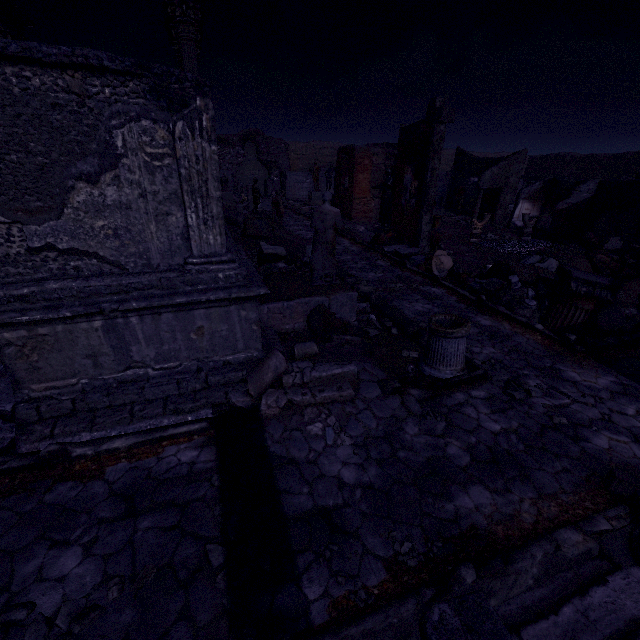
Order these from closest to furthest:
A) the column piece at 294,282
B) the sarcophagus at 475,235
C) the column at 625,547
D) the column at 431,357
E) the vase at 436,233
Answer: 1. the column at 625,547
2. the column piece at 294,282
3. the column at 431,357
4. the vase at 436,233
5. the sarcophagus at 475,235

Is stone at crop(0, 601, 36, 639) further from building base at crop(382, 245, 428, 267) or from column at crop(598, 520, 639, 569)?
building base at crop(382, 245, 428, 267)

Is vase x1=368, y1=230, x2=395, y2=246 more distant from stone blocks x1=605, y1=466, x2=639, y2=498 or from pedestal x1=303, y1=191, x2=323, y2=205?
pedestal x1=303, y1=191, x2=323, y2=205

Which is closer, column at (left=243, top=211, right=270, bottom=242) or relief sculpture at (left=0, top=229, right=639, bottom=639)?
relief sculpture at (left=0, top=229, right=639, bottom=639)

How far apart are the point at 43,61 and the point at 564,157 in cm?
4803

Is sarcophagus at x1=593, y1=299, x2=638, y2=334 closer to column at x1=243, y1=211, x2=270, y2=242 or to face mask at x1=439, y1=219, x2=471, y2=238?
face mask at x1=439, y1=219, x2=471, y2=238

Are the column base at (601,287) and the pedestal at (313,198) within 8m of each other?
no

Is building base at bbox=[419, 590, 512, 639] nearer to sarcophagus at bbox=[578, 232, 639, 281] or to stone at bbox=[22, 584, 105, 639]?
stone at bbox=[22, 584, 105, 639]
